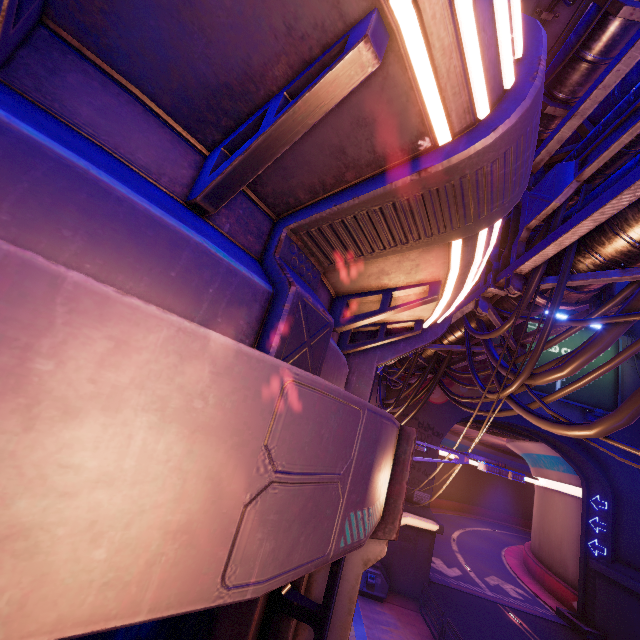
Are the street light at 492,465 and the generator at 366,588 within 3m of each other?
no

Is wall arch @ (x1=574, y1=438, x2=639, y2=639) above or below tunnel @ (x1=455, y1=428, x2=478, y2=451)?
below

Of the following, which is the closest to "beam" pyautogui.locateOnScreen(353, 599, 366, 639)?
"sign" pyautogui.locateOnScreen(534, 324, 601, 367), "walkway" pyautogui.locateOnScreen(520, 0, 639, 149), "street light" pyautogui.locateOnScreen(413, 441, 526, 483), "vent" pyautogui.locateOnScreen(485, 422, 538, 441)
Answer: "street light" pyautogui.locateOnScreen(413, 441, 526, 483)

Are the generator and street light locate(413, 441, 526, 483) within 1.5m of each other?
no

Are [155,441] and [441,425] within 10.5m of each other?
no

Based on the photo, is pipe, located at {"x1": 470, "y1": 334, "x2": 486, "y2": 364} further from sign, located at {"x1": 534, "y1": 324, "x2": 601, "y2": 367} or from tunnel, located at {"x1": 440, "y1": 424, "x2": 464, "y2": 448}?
sign, located at {"x1": 534, "y1": 324, "x2": 601, "y2": 367}

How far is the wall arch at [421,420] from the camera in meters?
20.2 m

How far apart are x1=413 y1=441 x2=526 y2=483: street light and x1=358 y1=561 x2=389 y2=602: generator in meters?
14.5
